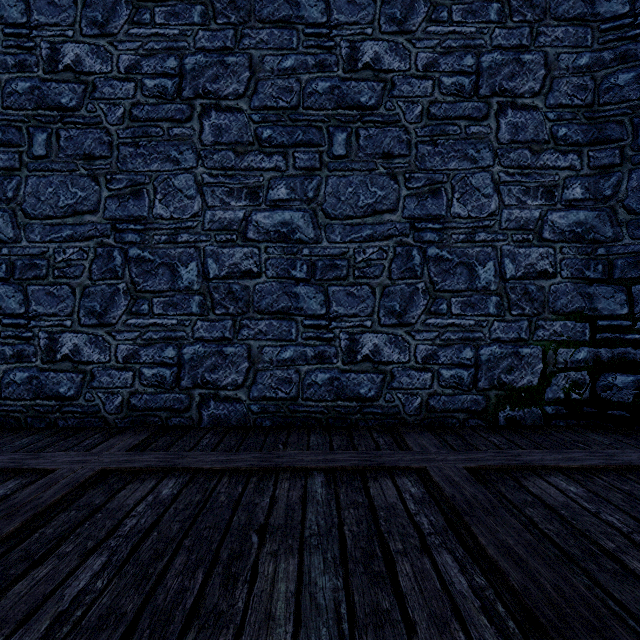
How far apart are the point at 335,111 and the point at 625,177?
3.5 meters
